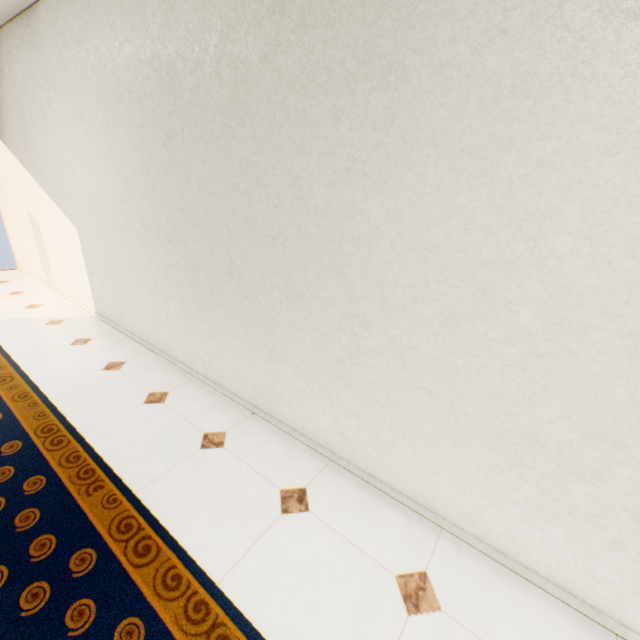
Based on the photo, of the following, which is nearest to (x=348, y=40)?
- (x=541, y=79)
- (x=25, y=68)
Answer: (x=541, y=79)
